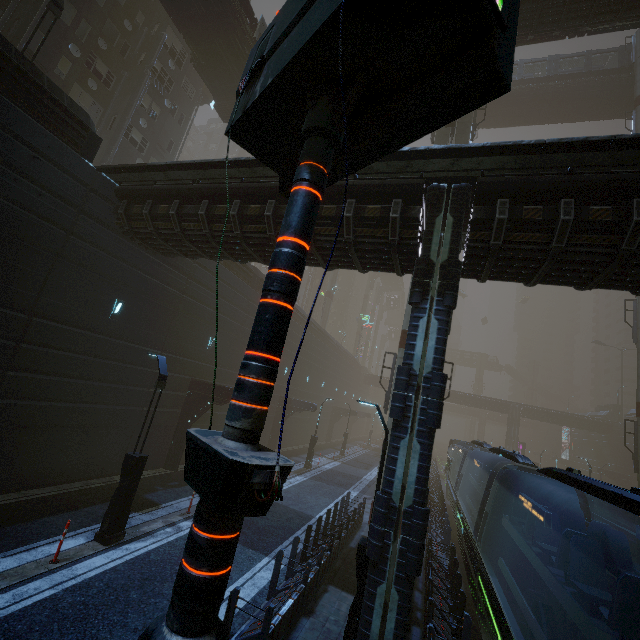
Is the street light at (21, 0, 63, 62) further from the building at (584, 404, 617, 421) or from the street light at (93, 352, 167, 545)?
the street light at (93, 352, 167, 545)

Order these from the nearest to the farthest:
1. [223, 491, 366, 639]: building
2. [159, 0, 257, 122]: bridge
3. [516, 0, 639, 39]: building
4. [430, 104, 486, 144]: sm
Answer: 1. [223, 491, 366, 639]: building
2. [516, 0, 639, 39]: building
3. [159, 0, 257, 122]: bridge
4. [430, 104, 486, 144]: sm

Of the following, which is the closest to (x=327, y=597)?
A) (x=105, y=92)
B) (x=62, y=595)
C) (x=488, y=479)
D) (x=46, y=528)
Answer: (x=62, y=595)

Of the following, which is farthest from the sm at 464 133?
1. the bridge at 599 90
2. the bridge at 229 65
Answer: the bridge at 229 65

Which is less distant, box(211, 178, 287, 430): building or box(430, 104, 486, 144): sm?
box(211, 178, 287, 430): building

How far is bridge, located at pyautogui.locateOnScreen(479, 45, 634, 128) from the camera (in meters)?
31.62

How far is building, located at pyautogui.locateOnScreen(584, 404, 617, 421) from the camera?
52.6m

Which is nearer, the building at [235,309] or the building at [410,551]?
the building at [410,551]
